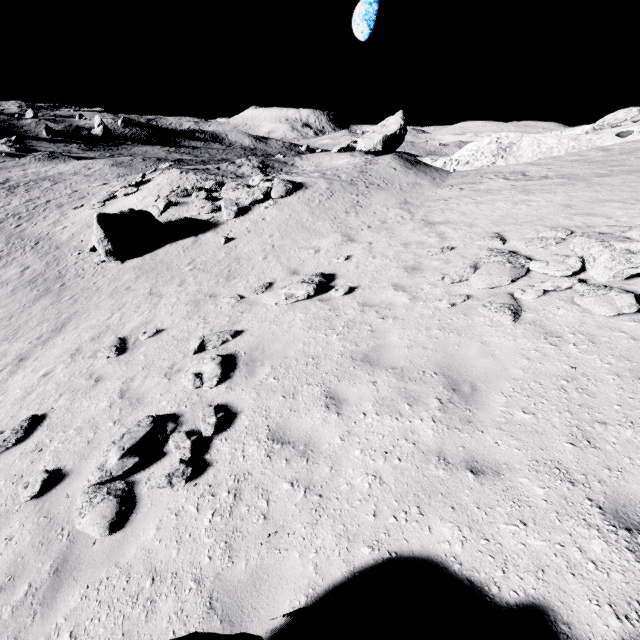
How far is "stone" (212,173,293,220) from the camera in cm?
1777

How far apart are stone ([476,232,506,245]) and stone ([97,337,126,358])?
10.6 meters

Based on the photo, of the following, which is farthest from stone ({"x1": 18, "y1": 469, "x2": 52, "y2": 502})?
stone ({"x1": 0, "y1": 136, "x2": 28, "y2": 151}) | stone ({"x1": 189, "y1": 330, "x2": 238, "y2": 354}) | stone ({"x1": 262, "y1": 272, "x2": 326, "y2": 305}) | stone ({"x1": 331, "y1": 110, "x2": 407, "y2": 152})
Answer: stone ({"x1": 0, "y1": 136, "x2": 28, "y2": 151})

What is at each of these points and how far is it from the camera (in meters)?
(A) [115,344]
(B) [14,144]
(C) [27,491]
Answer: (A) stone, 9.11
(B) stone, 46.75
(C) stone, 5.35

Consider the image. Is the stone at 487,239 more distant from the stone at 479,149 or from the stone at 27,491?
the stone at 479,149

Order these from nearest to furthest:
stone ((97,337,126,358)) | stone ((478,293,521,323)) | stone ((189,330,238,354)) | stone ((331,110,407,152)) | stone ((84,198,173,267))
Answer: stone ((478,293,521,323))
stone ((189,330,238,354))
stone ((97,337,126,358))
stone ((84,198,173,267))
stone ((331,110,407,152))

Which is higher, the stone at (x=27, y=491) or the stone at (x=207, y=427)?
the stone at (x=207, y=427)

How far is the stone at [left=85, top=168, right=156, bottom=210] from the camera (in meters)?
23.05
